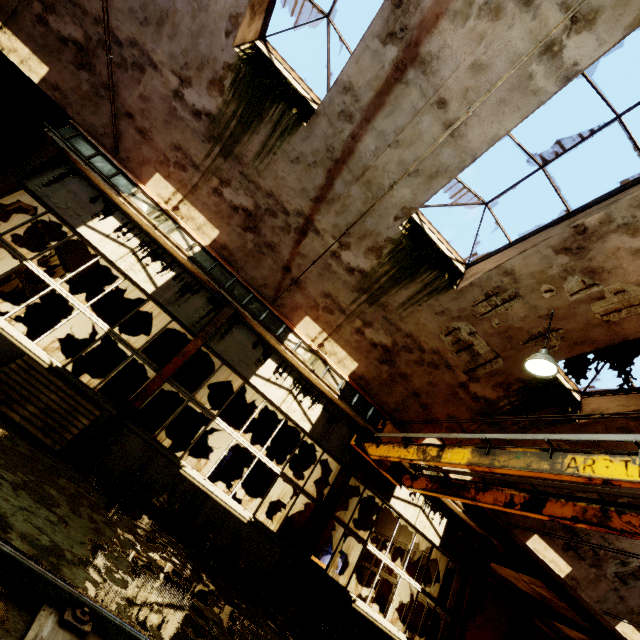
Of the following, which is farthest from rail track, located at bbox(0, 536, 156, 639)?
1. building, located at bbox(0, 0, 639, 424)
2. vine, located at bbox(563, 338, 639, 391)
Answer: vine, located at bbox(563, 338, 639, 391)

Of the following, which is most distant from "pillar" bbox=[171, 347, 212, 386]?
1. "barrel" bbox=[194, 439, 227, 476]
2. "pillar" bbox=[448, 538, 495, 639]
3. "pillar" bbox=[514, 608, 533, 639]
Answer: "pillar" bbox=[514, 608, 533, 639]

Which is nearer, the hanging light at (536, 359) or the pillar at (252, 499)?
the hanging light at (536, 359)

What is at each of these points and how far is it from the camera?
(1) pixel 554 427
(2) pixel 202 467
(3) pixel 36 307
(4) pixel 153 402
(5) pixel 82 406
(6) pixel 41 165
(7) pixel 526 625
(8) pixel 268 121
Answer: (1) building, 8.7 meters
(2) barrel, 10.0 meters
(3) pillar, 10.0 meters
(4) pillar, 10.8 meters
(5) wooden pallet, 5.9 meters
(6) pillar, 6.8 meters
(7) pillar, 15.4 meters
(8) building, 7.0 meters

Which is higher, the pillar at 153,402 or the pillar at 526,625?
the pillar at 526,625

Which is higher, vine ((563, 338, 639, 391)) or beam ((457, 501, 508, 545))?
vine ((563, 338, 639, 391))

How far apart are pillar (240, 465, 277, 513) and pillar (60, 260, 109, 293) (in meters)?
9.09

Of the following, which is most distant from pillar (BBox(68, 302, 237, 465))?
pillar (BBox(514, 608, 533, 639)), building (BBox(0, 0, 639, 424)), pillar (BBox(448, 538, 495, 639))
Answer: pillar (BBox(514, 608, 533, 639))
